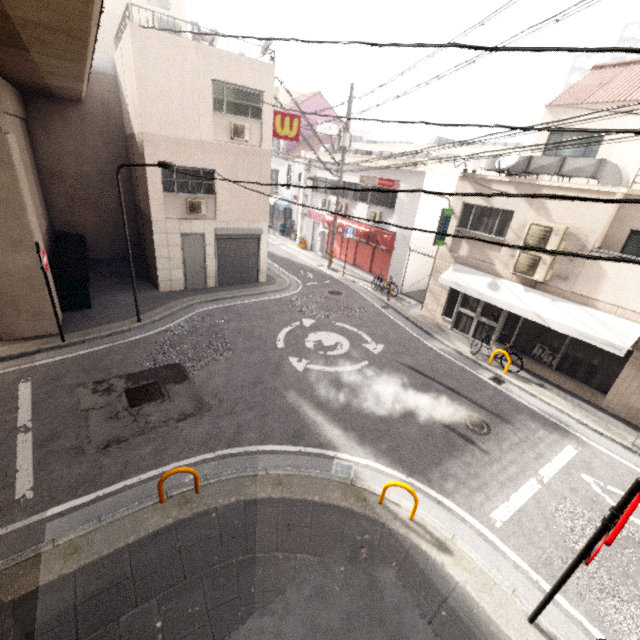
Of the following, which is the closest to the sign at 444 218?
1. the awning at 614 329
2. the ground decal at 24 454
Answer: the awning at 614 329

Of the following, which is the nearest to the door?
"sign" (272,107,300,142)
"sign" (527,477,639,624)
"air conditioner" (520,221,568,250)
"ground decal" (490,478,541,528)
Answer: "sign" (272,107,300,142)

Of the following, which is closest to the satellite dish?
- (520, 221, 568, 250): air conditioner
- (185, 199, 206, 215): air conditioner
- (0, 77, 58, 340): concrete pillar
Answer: (520, 221, 568, 250): air conditioner

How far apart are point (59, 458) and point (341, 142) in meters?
17.0

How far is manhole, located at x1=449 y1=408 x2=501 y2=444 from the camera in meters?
8.2 m

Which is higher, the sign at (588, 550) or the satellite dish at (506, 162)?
the satellite dish at (506, 162)

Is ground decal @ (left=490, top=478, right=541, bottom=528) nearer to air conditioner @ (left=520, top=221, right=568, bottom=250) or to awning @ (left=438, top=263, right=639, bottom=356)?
awning @ (left=438, top=263, right=639, bottom=356)

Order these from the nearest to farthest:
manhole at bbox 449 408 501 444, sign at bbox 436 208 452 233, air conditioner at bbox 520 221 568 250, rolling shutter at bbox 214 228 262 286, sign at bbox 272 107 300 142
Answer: manhole at bbox 449 408 501 444
air conditioner at bbox 520 221 568 250
sign at bbox 436 208 452 233
sign at bbox 272 107 300 142
rolling shutter at bbox 214 228 262 286
